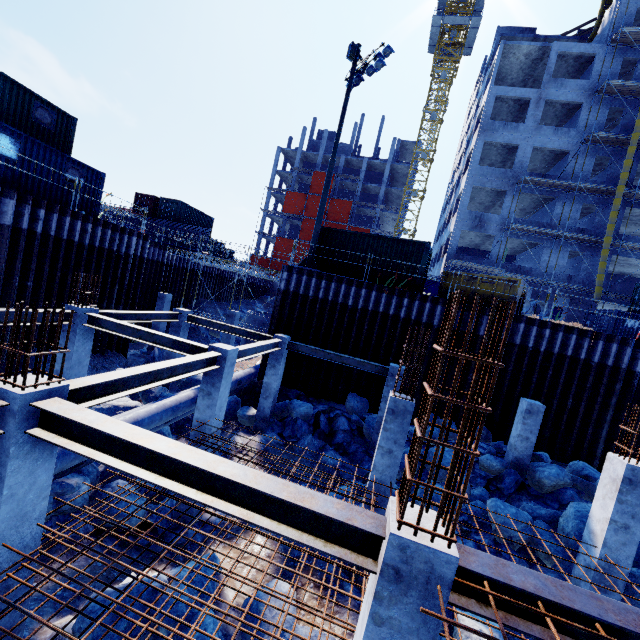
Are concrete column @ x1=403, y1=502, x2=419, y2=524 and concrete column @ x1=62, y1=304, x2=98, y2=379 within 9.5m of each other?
no

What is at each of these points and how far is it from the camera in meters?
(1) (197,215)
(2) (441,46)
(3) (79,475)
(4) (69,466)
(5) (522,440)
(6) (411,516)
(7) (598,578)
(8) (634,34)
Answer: (1) cargo container, 35.2
(2) tower crane, 41.7
(3) compgrassrocksplants, 8.1
(4) pipe, 7.1
(5) concrete column, 11.7
(6) concrete column, 3.2
(7) concrete column, 6.9
(8) scaffolding, 25.0

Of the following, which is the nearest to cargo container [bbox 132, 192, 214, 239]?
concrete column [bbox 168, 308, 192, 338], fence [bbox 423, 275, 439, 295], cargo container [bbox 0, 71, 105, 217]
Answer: cargo container [bbox 0, 71, 105, 217]

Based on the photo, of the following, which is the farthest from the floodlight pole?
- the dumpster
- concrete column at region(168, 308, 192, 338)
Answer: the dumpster

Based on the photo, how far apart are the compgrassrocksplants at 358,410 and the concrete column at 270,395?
3.13m

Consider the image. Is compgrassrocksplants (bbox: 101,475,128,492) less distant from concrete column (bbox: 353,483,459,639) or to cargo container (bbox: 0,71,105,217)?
concrete column (bbox: 353,483,459,639)

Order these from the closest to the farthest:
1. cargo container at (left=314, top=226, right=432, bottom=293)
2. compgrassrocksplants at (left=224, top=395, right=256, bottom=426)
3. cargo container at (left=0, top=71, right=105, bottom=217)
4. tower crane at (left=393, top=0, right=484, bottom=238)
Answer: cargo container at (left=0, top=71, right=105, bottom=217), compgrassrocksplants at (left=224, top=395, right=256, bottom=426), cargo container at (left=314, top=226, right=432, bottom=293), tower crane at (left=393, top=0, right=484, bottom=238)

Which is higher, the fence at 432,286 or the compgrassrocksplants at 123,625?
the fence at 432,286
